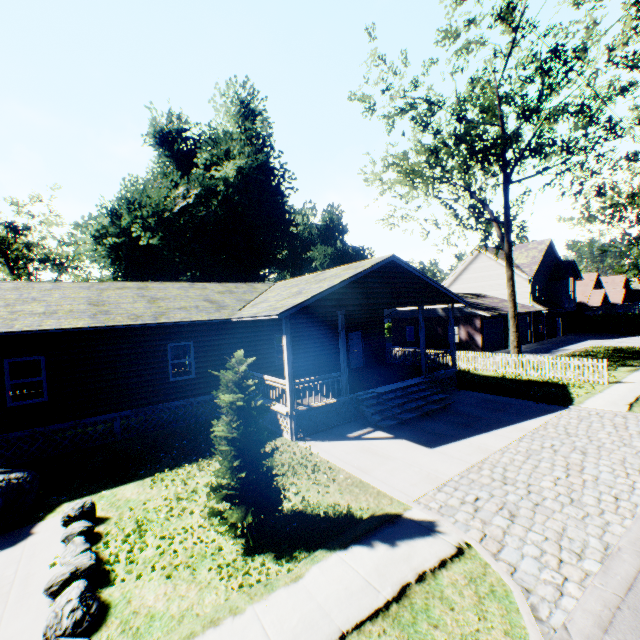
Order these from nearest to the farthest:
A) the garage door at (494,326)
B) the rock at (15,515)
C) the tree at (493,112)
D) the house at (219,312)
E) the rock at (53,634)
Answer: the rock at (53,634) → the rock at (15,515) → the house at (219,312) → the tree at (493,112) → the garage door at (494,326)

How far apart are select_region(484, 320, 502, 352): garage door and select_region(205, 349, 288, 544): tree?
26.61m

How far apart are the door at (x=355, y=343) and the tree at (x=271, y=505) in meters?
12.7

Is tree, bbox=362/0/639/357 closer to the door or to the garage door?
the garage door

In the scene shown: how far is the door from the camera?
19.50m

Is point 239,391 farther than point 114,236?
No

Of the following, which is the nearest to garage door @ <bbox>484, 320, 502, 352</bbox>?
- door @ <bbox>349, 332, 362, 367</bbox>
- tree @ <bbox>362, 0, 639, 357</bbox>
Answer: tree @ <bbox>362, 0, 639, 357</bbox>

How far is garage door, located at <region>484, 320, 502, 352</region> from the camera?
28.6 meters
